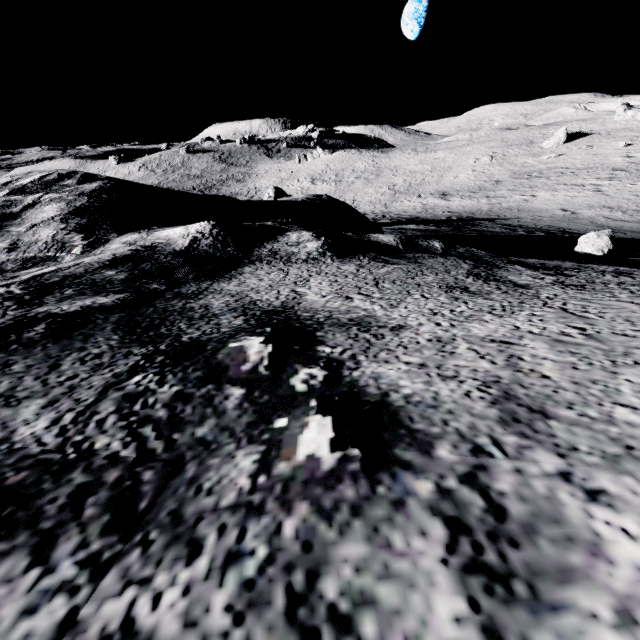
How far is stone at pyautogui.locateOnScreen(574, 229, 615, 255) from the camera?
6.67m

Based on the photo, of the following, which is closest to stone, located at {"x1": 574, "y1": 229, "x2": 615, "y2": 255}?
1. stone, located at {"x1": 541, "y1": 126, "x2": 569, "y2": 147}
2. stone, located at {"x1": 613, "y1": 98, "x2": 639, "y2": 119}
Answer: stone, located at {"x1": 541, "y1": 126, "x2": 569, "y2": 147}

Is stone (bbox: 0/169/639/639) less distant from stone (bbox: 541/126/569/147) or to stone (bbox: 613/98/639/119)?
stone (bbox: 541/126/569/147)

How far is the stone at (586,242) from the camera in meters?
6.7

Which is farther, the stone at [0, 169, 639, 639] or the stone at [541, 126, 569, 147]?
the stone at [541, 126, 569, 147]

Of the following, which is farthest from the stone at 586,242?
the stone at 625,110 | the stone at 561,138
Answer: the stone at 625,110

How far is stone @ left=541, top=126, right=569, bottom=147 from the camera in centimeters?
4581cm

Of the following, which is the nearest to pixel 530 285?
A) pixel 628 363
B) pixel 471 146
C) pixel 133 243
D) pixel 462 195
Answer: pixel 628 363
